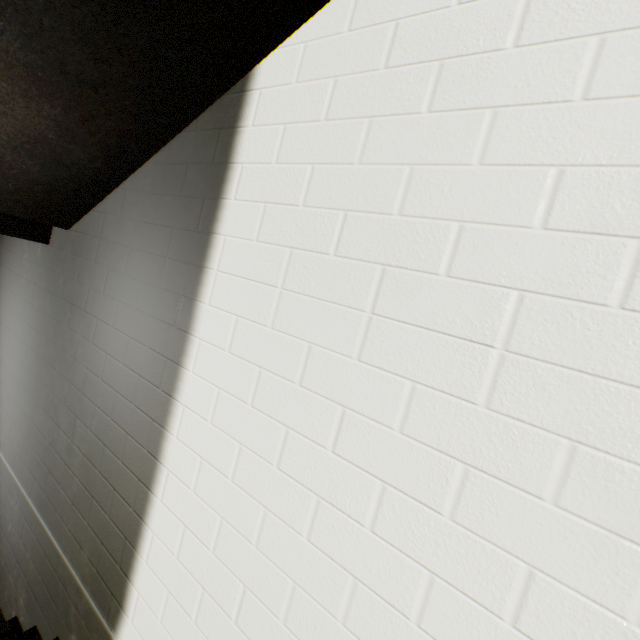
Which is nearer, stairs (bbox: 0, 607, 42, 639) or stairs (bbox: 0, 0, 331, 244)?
stairs (bbox: 0, 0, 331, 244)

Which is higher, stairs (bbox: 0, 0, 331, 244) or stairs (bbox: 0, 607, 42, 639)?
stairs (bbox: 0, 0, 331, 244)

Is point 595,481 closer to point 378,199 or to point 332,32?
point 378,199

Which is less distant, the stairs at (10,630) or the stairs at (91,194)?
the stairs at (91,194)

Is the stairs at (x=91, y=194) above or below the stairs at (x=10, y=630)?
above
